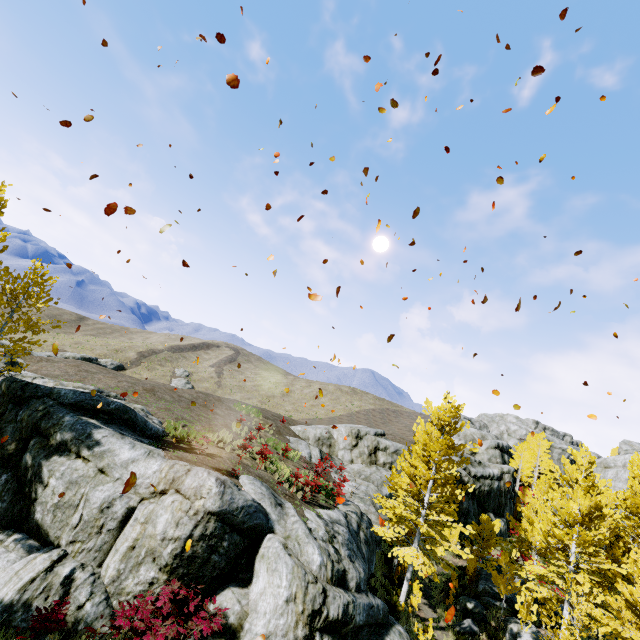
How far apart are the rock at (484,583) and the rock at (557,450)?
49.47m

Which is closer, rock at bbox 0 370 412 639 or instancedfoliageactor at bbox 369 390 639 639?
rock at bbox 0 370 412 639

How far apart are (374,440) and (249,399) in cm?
3317

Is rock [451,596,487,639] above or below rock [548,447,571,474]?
below

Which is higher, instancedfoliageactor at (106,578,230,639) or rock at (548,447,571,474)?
rock at (548,447,571,474)

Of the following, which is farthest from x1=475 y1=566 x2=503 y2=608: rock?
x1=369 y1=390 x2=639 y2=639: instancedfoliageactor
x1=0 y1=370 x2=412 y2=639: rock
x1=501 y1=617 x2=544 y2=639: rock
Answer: x1=369 y1=390 x2=639 y2=639: instancedfoliageactor

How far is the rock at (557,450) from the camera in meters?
59.2

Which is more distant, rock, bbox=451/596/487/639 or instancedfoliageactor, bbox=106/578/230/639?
rock, bbox=451/596/487/639
